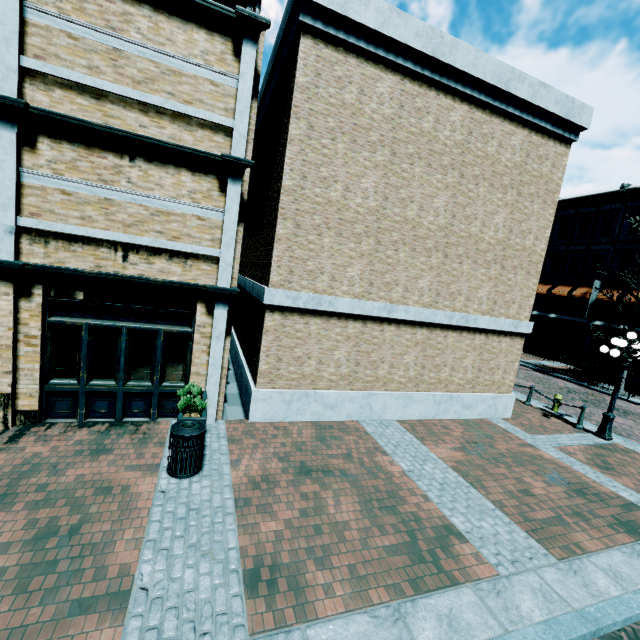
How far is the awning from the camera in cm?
2432

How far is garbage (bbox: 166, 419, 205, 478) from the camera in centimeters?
566cm

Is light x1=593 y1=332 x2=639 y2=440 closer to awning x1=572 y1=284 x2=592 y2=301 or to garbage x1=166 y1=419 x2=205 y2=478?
garbage x1=166 y1=419 x2=205 y2=478

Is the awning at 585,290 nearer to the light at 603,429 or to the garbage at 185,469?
the light at 603,429

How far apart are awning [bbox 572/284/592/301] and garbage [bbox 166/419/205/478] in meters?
29.0

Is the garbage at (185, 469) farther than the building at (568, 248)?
No

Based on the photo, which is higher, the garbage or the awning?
the awning

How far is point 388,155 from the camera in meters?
8.4 m
